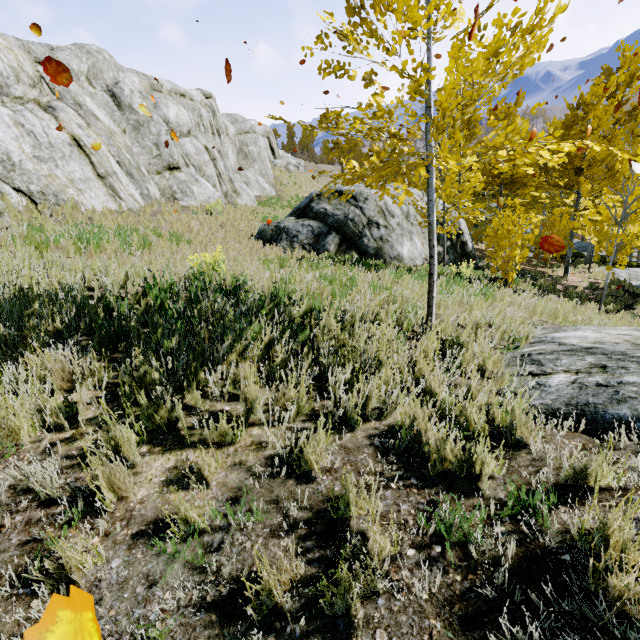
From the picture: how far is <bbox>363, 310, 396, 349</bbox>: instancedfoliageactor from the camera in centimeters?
373cm

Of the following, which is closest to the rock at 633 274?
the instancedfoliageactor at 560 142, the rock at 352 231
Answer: the instancedfoliageactor at 560 142

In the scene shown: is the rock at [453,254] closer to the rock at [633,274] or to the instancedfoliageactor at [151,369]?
the instancedfoliageactor at [151,369]

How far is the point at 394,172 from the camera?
3.9m

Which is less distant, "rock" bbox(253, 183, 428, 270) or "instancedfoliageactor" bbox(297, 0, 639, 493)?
"instancedfoliageactor" bbox(297, 0, 639, 493)

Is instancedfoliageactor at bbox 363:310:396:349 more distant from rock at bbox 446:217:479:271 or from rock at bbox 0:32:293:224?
rock at bbox 446:217:479:271

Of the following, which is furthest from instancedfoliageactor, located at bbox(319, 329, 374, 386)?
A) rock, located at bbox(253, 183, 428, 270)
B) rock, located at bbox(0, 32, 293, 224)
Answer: rock, located at bbox(253, 183, 428, 270)
